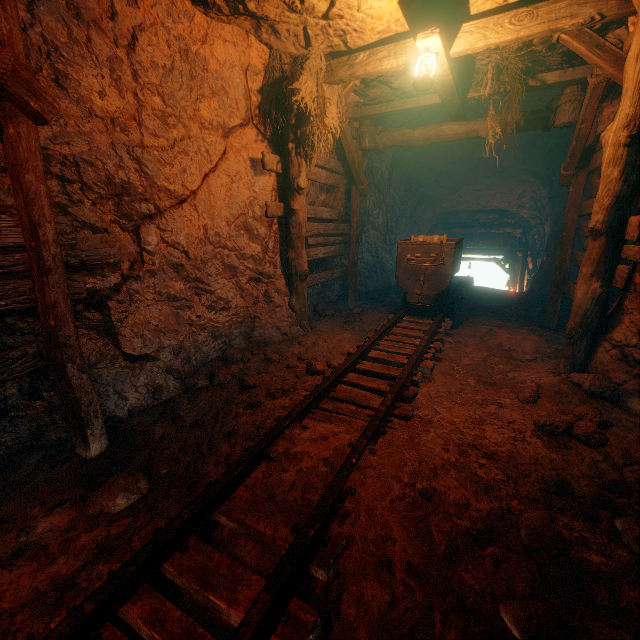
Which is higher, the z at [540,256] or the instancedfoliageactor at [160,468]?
the z at [540,256]

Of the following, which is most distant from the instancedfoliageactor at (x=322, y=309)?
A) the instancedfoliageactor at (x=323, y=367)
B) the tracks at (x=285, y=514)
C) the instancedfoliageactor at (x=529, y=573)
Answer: the instancedfoliageactor at (x=529, y=573)

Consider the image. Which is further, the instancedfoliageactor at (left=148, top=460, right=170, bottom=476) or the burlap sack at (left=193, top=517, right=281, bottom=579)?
the instancedfoliageactor at (left=148, top=460, right=170, bottom=476)

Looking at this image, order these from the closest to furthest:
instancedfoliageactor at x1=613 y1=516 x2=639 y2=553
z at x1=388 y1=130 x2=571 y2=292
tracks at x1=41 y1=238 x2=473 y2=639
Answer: tracks at x1=41 y1=238 x2=473 y2=639 → instancedfoliageactor at x1=613 y1=516 x2=639 y2=553 → z at x1=388 y1=130 x2=571 y2=292

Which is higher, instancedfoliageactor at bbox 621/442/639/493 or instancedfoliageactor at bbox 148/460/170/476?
instancedfoliageactor at bbox 621/442/639/493

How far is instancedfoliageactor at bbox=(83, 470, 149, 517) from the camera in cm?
229

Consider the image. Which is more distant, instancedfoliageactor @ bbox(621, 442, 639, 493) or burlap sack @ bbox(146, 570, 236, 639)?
instancedfoliageactor @ bbox(621, 442, 639, 493)

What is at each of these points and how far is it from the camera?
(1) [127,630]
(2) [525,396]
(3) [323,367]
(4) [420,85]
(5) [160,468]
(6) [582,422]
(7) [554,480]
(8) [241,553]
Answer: (1) burlap sack, 1.67m
(2) instancedfoliageactor, 3.64m
(3) instancedfoliageactor, 4.09m
(4) lantern, 3.80m
(5) instancedfoliageactor, 2.69m
(6) instancedfoliageactor, 2.96m
(7) instancedfoliageactor, 2.47m
(8) burlap sack, 1.95m
